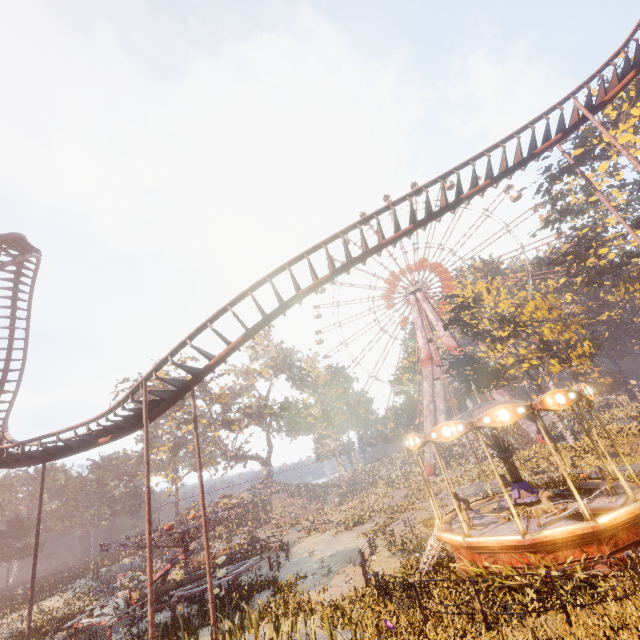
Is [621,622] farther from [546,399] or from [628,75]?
[628,75]

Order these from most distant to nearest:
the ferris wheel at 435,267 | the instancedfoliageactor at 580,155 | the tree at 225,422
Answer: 1. the ferris wheel at 435,267
2. the tree at 225,422
3. the instancedfoliageactor at 580,155

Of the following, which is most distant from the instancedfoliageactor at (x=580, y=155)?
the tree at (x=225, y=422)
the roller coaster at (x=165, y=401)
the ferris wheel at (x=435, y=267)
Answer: the tree at (x=225, y=422)

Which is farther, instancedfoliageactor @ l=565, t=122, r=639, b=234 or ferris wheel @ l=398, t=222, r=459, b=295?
ferris wheel @ l=398, t=222, r=459, b=295

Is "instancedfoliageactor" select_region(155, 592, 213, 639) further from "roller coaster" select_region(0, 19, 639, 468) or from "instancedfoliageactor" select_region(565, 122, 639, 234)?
"instancedfoliageactor" select_region(565, 122, 639, 234)

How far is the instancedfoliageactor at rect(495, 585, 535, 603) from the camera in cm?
951

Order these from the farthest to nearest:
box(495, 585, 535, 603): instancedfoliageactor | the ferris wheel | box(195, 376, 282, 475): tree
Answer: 1. the ferris wheel
2. box(195, 376, 282, 475): tree
3. box(495, 585, 535, 603): instancedfoliageactor

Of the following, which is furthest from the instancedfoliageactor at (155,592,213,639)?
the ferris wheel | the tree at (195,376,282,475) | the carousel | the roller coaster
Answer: the ferris wheel
